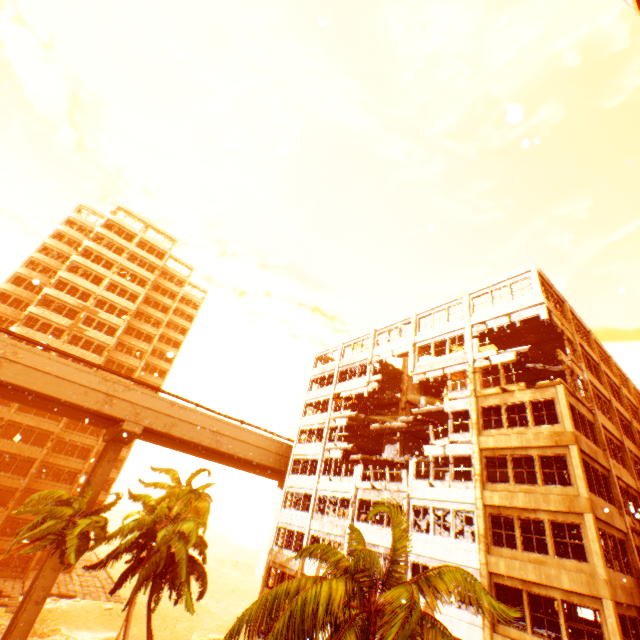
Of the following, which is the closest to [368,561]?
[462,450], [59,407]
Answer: [462,450]

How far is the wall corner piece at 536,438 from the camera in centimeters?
1639cm

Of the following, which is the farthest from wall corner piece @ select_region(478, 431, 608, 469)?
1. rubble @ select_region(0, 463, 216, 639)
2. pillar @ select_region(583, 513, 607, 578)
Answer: rubble @ select_region(0, 463, 216, 639)

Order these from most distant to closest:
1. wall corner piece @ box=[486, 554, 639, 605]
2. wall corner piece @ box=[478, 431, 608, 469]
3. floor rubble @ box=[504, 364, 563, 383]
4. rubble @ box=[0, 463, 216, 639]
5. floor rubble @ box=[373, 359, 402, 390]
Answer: floor rubble @ box=[373, 359, 402, 390]
floor rubble @ box=[504, 364, 563, 383]
rubble @ box=[0, 463, 216, 639]
wall corner piece @ box=[478, 431, 608, 469]
wall corner piece @ box=[486, 554, 639, 605]

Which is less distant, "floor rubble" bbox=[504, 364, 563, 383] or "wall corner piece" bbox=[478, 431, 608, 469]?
"wall corner piece" bbox=[478, 431, 608, 469]

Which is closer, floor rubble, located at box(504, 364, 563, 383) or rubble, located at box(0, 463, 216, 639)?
rubble, located at box(0, 463, 216, 639)

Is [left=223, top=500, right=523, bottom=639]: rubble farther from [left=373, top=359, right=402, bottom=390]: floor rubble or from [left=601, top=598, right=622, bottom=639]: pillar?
[left=373, top=359, right=402, bottom=390]: floor rubble

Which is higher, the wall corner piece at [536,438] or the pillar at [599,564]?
the wall corner piece at [536,438]
